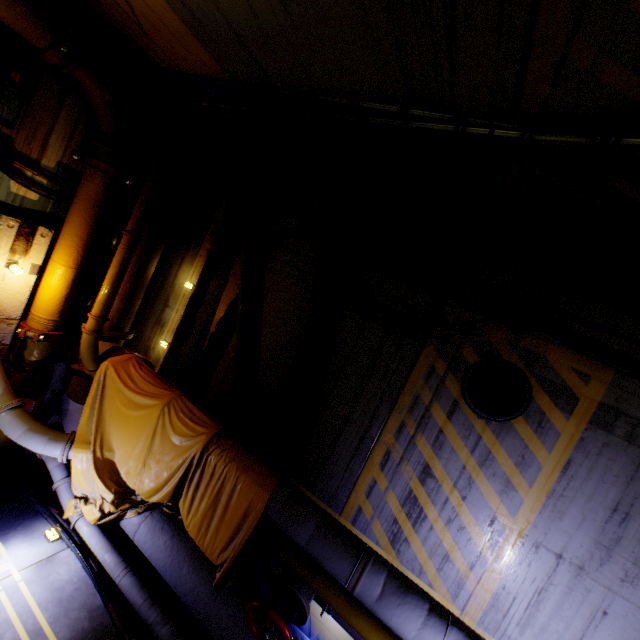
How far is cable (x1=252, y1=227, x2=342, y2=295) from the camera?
5.4 meters

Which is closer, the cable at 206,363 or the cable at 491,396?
the cable at 491,396

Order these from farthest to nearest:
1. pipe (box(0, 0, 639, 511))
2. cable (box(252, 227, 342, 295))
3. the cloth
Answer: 1. cable (box(252, 227, 342, 295))
2. the cloth
3. pipe (box(0, 0, 639, 511))

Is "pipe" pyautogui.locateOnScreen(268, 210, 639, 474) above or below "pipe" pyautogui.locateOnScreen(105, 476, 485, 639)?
above

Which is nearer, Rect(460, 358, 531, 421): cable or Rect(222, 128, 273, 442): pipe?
Rect(460, 358, 531, 421): cable

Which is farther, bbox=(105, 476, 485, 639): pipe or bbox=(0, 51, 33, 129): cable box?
bbox=(0, 51, 33, 129): cable box

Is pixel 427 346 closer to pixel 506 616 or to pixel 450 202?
pixel 450 202

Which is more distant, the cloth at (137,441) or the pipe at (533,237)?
the cloth at (137,441)
